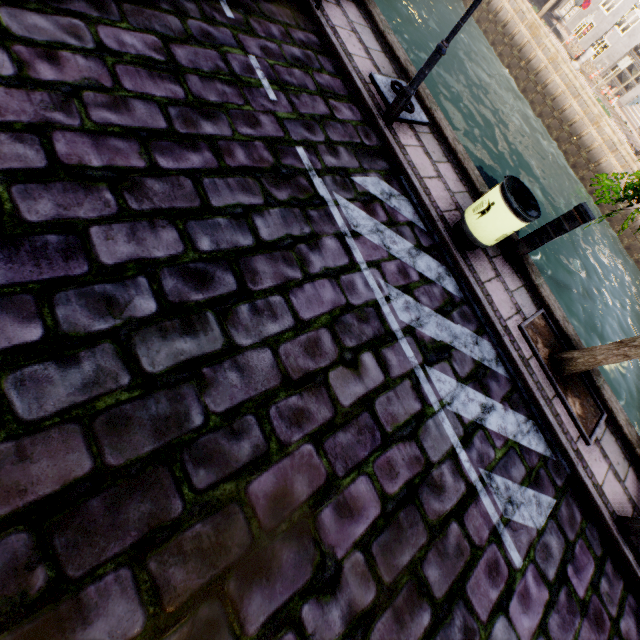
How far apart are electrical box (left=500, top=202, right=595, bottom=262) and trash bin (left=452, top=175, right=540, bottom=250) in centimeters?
57cm

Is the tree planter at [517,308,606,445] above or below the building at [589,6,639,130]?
below

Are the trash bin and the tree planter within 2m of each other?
yes

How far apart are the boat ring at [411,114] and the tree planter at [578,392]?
4.03m

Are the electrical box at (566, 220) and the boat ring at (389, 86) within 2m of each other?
no

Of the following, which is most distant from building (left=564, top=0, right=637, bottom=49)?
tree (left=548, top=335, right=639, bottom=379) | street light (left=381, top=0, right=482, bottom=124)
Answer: street light (left=381, top=0, right=482, bottom=124)

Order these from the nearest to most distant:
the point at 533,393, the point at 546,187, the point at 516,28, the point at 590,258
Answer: the point at 533,393 → the point at 590,258 → the point at 546,187 → the point at 516,28

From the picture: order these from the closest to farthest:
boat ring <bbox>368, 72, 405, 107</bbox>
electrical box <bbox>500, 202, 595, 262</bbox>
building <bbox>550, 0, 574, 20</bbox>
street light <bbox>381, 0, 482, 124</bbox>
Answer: street light <bbox>381, 0, 482, 124</bbox>, electrical box <bbox>500, 202, 595, 262</bbox>, boat ring <bbox>368, 72, 405, 107</bbox>, building <bbox>550, 0, 574, 20</bbox>
